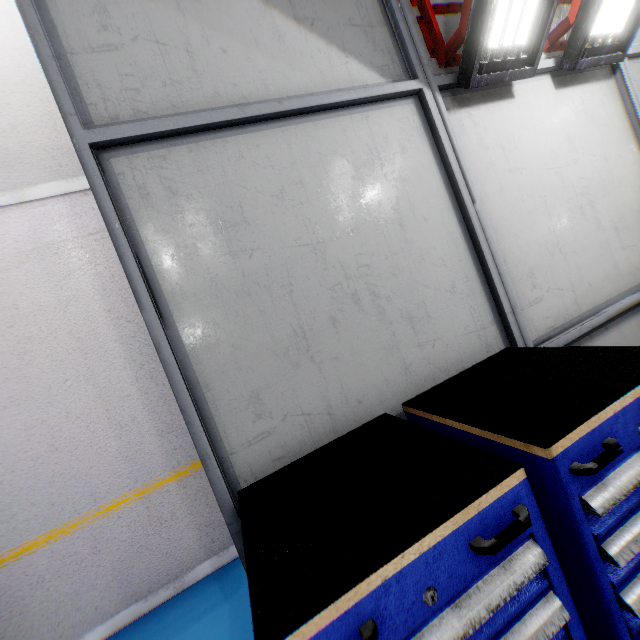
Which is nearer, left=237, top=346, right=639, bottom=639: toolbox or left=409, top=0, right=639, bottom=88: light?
left=237, top=346, right=639, bottom=639: toolbox

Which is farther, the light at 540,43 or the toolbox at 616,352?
the light at 540,43

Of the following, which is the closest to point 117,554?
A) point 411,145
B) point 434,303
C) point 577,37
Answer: point 434,303

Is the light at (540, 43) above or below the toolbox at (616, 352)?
above

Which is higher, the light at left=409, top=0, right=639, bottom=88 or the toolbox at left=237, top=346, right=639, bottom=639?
the light at left=409, top=0, right=639, bottom=88
